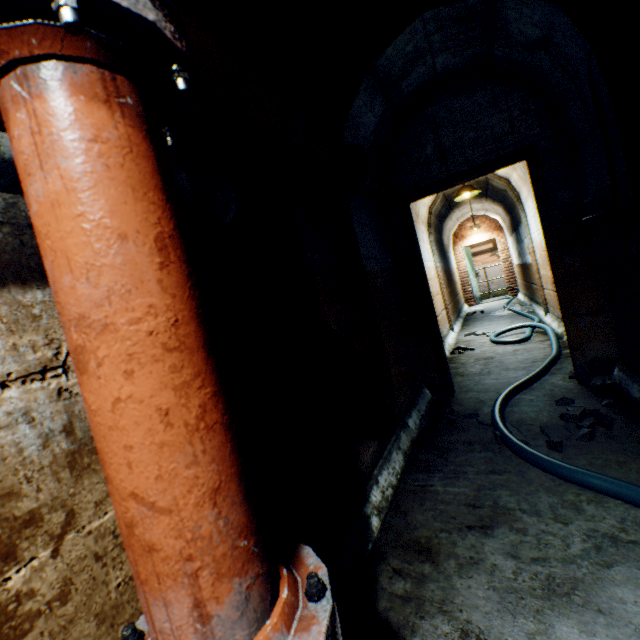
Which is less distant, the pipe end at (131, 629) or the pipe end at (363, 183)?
the pipe end at (131, 629)

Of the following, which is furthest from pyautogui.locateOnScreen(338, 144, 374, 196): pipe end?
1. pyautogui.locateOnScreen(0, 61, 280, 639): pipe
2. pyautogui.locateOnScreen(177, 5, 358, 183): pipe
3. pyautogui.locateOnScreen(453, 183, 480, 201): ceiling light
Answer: pyautogui.locateOnScreen(453, 183, 480, 201): ceiling light

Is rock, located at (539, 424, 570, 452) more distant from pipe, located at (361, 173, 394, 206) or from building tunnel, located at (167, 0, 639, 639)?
pipe, located at (361, 173, 394, 206)

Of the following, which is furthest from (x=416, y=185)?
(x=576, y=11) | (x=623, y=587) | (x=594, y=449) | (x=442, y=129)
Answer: (x=623, y=587)

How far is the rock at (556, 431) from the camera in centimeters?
204cm

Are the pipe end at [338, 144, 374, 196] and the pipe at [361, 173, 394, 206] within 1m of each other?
yes

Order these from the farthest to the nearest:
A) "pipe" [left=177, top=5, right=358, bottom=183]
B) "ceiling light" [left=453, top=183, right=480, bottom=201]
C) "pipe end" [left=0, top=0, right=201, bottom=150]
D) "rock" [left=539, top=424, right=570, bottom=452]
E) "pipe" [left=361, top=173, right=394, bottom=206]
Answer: "ceiling light" [left=453, top=183, right=480, bottom=201], "pipe" [left=361, top=173, right=394, bottom=206], "rock" [left=539, top=424, right=570, bottom=452], "pipe" [left=177, top=5, right=358, bottom=183], "pipe end" [left=0, top=0, right=201, bottom=150]

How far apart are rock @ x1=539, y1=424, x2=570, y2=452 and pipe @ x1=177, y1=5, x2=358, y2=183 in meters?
2.3 m
